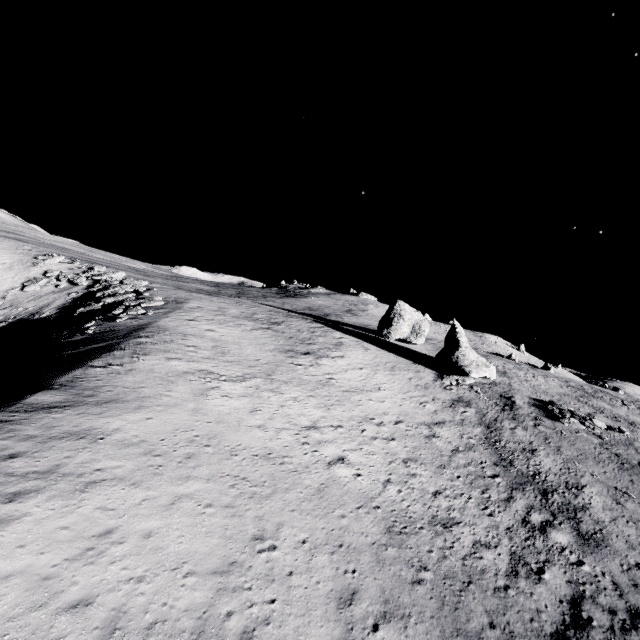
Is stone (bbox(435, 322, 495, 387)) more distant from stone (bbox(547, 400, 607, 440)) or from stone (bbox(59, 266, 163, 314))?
stone (bbox(59, 266, 163, 314))

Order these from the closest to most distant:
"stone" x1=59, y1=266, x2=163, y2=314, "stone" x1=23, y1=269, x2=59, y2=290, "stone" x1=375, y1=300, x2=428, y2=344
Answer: "stone" x1=59, y1=266, x2=163, y2=314 < "stone" x1=23, y1=269, x2=59, y2=290 < "stone" x1=375, y1=300, x2=428, y2=344

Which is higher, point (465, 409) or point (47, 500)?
point (465, 409)

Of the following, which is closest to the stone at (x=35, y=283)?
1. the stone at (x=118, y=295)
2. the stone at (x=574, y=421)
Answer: the stone at (x=118, y=295)

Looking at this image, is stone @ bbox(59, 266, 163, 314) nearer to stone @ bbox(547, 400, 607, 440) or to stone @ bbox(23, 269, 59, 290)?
stone @ bbox(23, 269, 59, 290)

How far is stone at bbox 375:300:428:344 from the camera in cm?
4909

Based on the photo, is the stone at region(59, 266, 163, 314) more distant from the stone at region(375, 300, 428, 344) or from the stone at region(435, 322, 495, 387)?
the stone at region(435, 322, 495, 387)

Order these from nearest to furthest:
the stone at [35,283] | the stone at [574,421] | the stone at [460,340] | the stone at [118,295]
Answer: the stone at [574,421]
the stone at [118,295]
the stone at [460,340]
the stone at [35,283]
